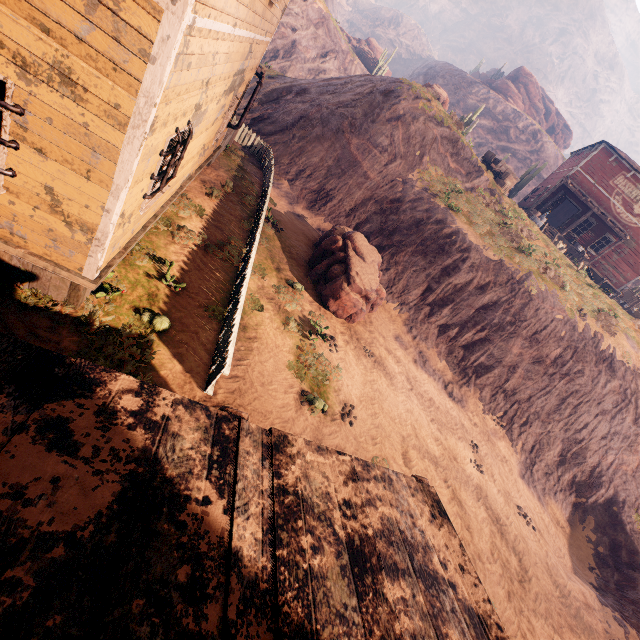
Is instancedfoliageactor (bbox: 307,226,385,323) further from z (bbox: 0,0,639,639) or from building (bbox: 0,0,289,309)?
building (bbox: 0,0,289,309)

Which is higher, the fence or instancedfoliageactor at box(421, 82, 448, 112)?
instancedfoliageactor at box(421, 82, 448, 112)

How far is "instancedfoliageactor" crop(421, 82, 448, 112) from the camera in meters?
21.8

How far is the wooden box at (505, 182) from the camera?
23.4m

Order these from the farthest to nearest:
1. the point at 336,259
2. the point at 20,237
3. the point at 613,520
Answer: the point at 613,520 → the point at 336,259 → the point at 20,237

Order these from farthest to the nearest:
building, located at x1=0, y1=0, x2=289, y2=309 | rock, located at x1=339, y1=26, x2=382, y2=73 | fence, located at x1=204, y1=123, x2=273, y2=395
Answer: rock, located at x1=339, y1=26, x2=382, y2=73 → fence, located at x1=204, y1=123, x2=273, y2=395 → building, located at x1=0, y1=0, x2=289, y2=309

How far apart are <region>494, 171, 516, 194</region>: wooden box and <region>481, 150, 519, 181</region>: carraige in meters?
0.0

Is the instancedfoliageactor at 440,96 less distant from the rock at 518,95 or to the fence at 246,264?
the rock at 518,95
